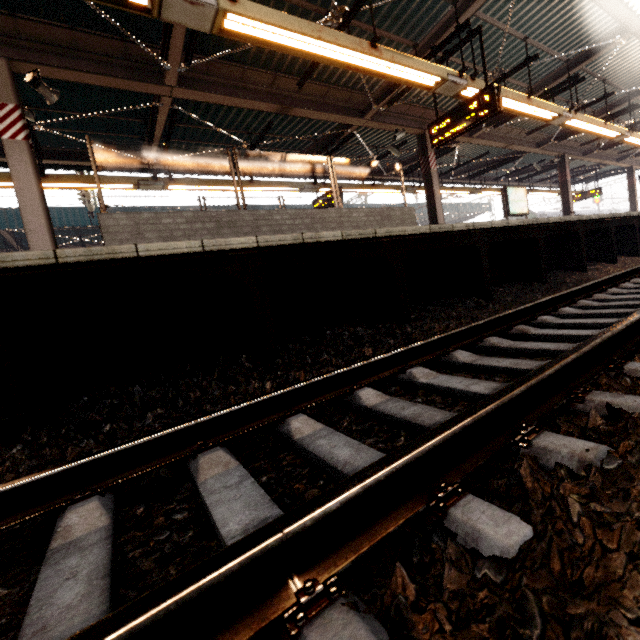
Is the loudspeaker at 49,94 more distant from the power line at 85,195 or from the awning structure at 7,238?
the power line at 85,195

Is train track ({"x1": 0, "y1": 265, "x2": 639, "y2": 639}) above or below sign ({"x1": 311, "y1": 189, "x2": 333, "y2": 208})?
below

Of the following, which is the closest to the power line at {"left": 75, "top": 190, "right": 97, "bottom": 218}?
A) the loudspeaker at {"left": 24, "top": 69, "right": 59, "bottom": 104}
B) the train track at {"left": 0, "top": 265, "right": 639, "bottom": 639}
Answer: the loudspeaker at {"left": 24, "top": 69, "right": 59, "bottom": 104}

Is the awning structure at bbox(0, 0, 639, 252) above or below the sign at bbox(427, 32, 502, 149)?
above

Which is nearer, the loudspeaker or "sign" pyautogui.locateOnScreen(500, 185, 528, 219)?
the loudspeaker

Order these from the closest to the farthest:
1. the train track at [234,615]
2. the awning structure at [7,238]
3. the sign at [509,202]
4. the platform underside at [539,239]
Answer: the train track at [234,615] < the platform underside at [539,239] < the awning structure at [7,238] < the sign at [509,202]

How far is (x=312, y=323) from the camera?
4.14m

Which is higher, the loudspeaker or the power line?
the power line
